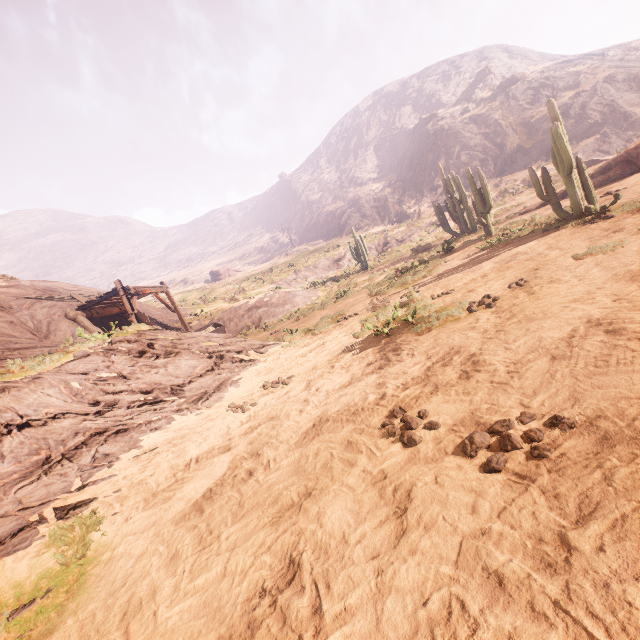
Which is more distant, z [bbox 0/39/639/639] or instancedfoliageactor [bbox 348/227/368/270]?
instancedfoliageactor [bbox 348/227/368/270]

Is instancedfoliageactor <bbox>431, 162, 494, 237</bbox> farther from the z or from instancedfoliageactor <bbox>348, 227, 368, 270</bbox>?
instancedfoliageactor <bbox>348, 227, 368, 270</bbox>

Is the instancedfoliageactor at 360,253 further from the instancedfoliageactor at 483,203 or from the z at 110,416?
the instancedfoliageactor at 483,203

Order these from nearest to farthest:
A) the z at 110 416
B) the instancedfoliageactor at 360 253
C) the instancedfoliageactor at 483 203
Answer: the z at 110 416 < the instancedfoliageactor at 483 203 < the instancedfoliageactor at 360 253

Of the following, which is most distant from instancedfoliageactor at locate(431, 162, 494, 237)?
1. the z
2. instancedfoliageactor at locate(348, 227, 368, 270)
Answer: instancedfoliageactor at locate(348, 227, 368, 270)

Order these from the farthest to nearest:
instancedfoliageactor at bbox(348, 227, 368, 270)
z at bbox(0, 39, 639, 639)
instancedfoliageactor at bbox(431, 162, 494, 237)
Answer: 1. instancedfoliageactor at bbox(348, 227, 368, 270)
2. instancedfoliageactor at bbox(431, 162, 494, 237)
3. z at bbox(0, 39, 639, 639)

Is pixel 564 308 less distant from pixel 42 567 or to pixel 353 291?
pixel 42 567
